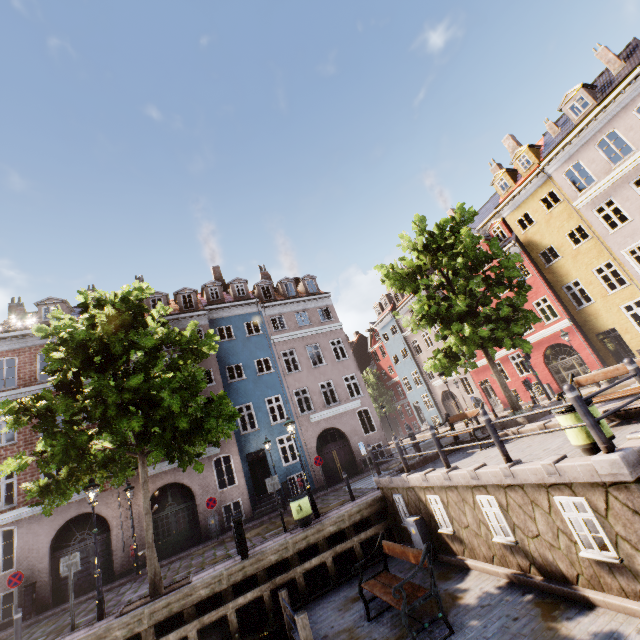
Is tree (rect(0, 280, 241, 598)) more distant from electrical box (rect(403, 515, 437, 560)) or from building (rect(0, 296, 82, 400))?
electrical box (rect(403, 515, 437, 560))

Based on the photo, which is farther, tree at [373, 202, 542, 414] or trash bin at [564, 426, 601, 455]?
tree at [373, 202, 542, 414]

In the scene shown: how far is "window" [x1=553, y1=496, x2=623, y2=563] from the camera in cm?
513

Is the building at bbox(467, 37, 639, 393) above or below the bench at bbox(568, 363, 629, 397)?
above

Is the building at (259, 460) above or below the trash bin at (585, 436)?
above

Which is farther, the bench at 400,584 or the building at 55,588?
the building at 55,588

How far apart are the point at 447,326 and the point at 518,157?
17.8m

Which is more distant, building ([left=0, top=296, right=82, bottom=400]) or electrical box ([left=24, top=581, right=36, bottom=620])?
building ([left=0, top=296, right=82, bottom=400])
